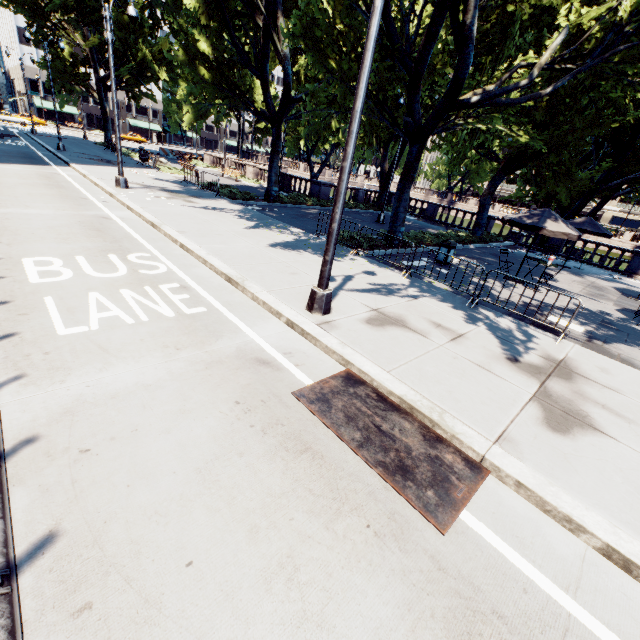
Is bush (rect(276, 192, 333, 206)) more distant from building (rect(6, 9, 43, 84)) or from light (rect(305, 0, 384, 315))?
building (rect(6, 9, 43, 84))

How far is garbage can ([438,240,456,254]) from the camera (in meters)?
13.63

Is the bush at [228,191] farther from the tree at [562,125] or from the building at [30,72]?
the building at [30,72]

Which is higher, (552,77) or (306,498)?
(552,77)

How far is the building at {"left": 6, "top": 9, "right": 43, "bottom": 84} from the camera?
56.22m

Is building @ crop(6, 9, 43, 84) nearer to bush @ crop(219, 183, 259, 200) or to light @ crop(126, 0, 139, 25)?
bush @ crop(219, 183, 259, 200)

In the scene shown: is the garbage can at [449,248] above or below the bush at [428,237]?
above

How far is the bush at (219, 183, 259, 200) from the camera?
19.3m
